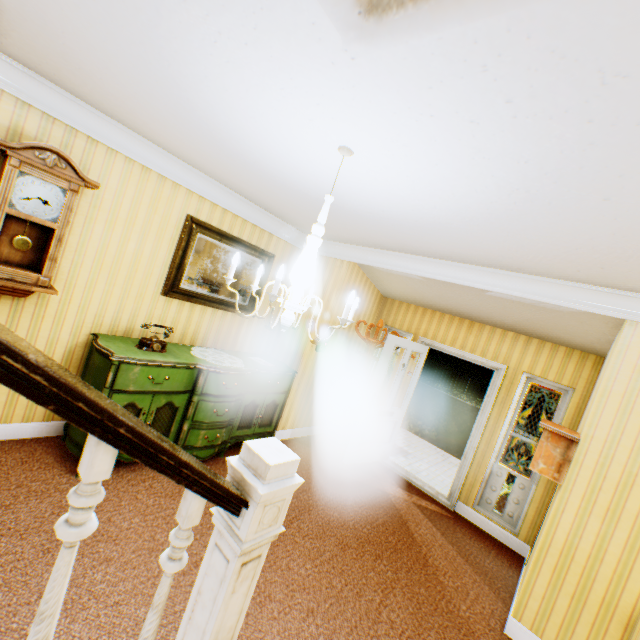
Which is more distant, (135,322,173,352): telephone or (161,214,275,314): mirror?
(161,214,275,314): mirror

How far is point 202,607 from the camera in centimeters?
127cm

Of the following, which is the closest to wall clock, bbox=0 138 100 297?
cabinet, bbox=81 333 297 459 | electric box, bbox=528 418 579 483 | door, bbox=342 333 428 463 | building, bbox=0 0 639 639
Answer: building, bbox=0 0 639 639

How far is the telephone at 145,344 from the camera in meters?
3.3 m

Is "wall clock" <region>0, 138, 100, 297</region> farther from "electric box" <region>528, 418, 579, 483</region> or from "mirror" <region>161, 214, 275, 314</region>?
"electric box" <region>528, 418, 579, 483</region>

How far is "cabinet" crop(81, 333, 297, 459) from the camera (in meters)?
3.01

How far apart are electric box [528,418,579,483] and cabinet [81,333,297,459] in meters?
3.0

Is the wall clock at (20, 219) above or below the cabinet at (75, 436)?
above
